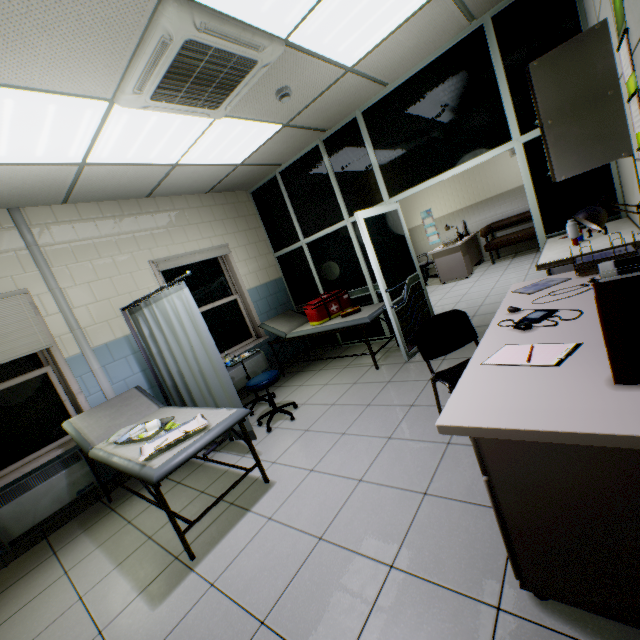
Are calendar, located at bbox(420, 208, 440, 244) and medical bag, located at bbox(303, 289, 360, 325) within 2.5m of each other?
no

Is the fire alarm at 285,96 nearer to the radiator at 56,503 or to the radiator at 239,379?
the radiator at 239,379

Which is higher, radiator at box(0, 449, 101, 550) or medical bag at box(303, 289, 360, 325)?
medical bag at box(303, 289, 360, 325)

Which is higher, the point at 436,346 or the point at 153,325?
the point at 153,325

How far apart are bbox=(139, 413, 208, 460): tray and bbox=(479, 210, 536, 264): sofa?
7.8 meters

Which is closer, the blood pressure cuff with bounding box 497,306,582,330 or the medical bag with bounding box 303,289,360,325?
the blood pressure cuff with bounding box 497,306,582,330

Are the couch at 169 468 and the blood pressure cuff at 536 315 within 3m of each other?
yes

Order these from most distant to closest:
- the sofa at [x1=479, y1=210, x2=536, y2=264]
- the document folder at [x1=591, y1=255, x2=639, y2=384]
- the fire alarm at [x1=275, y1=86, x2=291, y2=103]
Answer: the sofa at [x1=479, y1=210, x2=536, y2=264]
the fire alarm at [x1=275, y1=86, x2=291, y2=103]
the document folder at [x1=591, y1=255, x2=639, y2=384]
